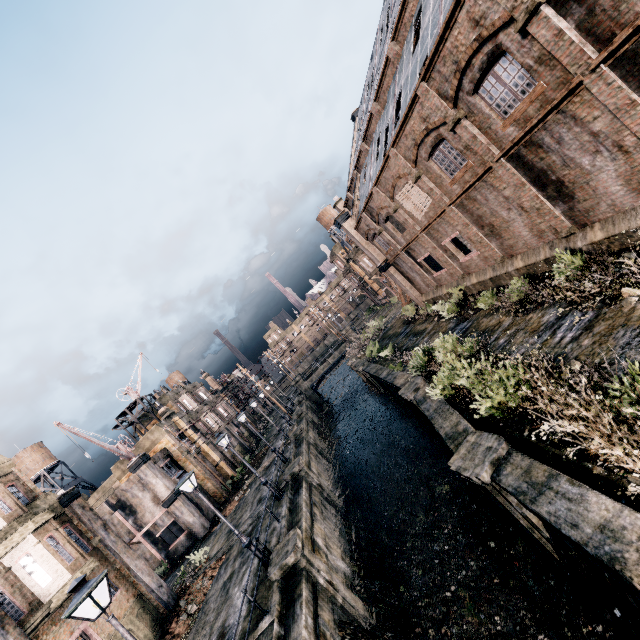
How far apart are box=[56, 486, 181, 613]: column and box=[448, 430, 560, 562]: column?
19.8 meters

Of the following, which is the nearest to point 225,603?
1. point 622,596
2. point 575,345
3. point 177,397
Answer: point 622,596

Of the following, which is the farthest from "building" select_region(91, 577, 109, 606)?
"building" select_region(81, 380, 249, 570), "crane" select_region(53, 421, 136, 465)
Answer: "building" select_region(81, 380, 249, 570)

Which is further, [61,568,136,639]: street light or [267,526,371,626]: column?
[267,526,371,626]: column

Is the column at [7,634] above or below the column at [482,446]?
above

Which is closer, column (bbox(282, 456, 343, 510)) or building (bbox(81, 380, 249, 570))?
column (bbox(282, 456, 343, 510))

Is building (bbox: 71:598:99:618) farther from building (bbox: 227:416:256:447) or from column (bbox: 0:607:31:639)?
building (bbox: 227:416:256:447)

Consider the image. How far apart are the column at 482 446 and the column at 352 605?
7.2 meters
